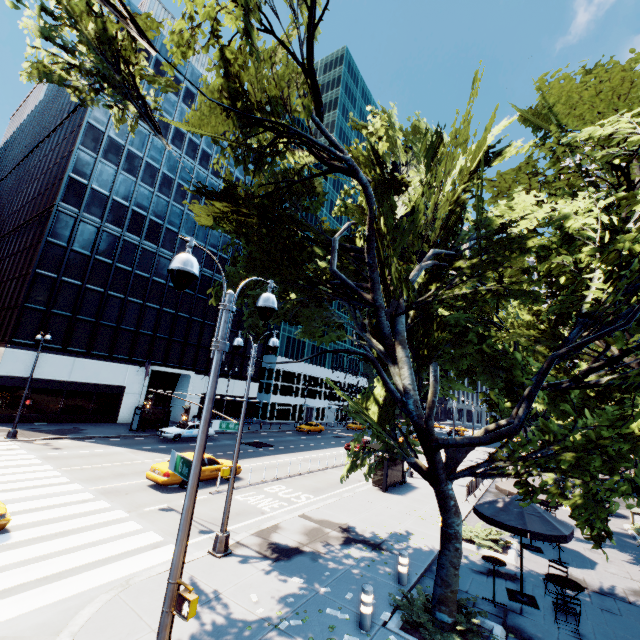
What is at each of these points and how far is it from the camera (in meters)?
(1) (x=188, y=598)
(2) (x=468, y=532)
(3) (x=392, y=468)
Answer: (1) crosswalk signal, 4.33
(2) bush, 14.45
(3) bus stop, 20.86

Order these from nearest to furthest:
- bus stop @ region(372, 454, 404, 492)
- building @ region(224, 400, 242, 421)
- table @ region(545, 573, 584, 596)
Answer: table @ region(545, 573, 584, 596) → bus stop @ region(372, 454, 404, 492) → building @ region(224, 400, 242, 421)

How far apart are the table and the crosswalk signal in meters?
10.7

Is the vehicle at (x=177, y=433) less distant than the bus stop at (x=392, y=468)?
No

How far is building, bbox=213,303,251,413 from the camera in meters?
44.3

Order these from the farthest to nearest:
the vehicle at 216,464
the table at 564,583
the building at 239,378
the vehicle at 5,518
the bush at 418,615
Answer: the building at 239,378, the vehicle at 216,464, the vehicle at 5,518, the table at 564,583, the bush at 418,615

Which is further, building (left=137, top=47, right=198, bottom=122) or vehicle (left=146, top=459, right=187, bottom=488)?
building (left=137, top=47, right=198, bottom=122)

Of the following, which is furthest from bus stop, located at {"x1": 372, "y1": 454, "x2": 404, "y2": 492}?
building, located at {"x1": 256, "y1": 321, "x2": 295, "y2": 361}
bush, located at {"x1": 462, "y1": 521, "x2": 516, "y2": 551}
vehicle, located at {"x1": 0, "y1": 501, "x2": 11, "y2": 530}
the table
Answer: building, located at {"x1": 256, "y1": 321, "x2": 295, "y2": 361}
